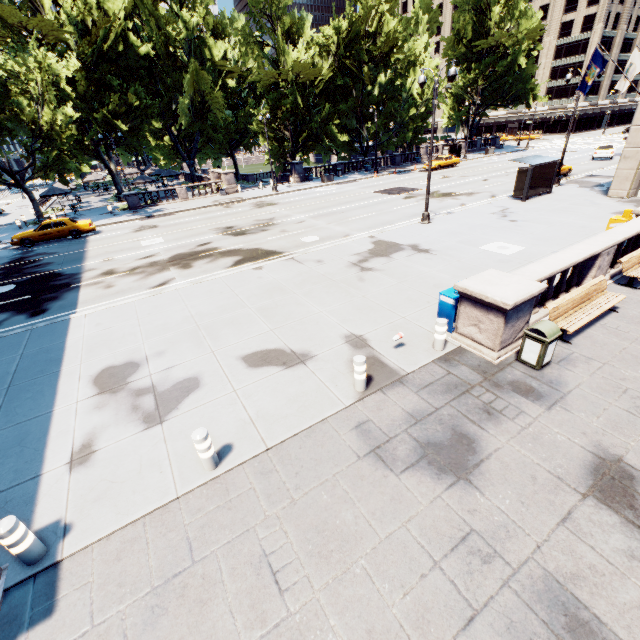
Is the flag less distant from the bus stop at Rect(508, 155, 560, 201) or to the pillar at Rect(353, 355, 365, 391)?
the bus stop at Rect(508, 155, 560, 201)

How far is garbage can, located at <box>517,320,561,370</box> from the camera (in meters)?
7.03

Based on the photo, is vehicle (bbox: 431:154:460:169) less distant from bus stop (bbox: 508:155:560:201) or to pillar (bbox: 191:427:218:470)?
bus stop (bbox: 508:155:560:201)

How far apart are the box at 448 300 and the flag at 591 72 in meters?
20.9

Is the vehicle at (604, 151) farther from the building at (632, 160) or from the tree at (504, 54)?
the tree at (504, 54)

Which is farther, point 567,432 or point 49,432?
point 49,432

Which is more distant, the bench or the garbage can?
the bench

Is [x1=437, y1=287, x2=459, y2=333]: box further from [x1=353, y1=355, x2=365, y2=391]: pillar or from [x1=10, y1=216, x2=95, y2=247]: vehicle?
[x1=10, y1=216, x2=95, y2=247]: vehicle
